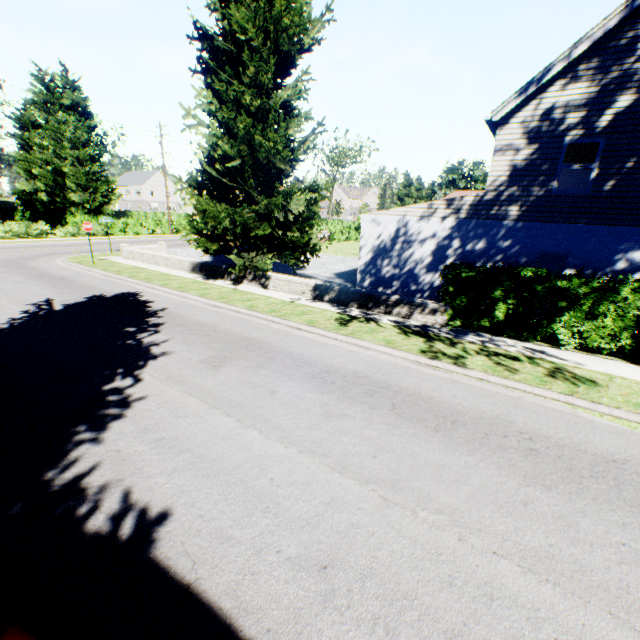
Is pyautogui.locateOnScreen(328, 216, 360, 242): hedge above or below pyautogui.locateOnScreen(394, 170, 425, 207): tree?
below

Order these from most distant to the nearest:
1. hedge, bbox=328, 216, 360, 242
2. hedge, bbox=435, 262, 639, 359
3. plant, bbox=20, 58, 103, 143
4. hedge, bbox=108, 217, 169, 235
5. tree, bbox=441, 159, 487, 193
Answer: tree, bbox=441, 159, 487, 193 → plant, bbox=20, 58, 103, 143 → hedge, bbox=328, 216, 360, 242 → hedge, bbox=108, 217, 169, 235 → hedge, bbox=435, 262, 639, 359

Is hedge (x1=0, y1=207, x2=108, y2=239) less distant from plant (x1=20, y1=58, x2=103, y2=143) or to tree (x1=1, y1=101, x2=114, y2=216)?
tree (x1=1, y1=101, x2=114, y2=216)

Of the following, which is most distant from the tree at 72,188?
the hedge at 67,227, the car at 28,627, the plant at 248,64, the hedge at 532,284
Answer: the car at 28,627

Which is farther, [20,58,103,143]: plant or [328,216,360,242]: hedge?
[20,58,103,143]: plant

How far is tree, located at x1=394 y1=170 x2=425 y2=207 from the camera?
53.8m

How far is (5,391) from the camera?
6.1m

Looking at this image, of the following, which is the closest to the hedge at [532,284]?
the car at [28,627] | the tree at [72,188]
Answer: the car at [28,627]
